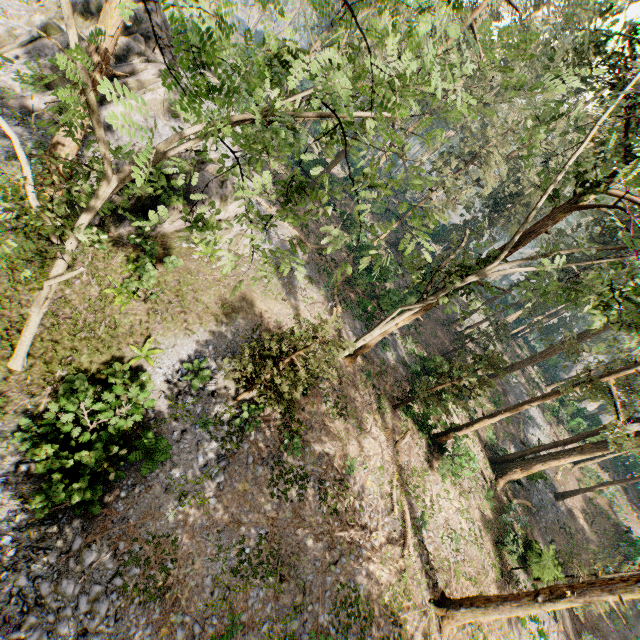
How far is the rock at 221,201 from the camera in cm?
1644

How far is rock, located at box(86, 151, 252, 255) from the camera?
16.44m

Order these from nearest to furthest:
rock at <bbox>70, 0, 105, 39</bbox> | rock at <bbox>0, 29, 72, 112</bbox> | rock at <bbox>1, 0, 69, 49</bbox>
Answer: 1. rock at <bbox>0, 29, 72, 112</bbox>
2. rock at <bbox>1, 0, 69, 49</bbox>
3. rock at <bbox>70, 0, 105, 39</bbox>

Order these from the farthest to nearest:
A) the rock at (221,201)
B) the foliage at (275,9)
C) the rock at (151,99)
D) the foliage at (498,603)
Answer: the rock at (151,99)
the rock at (221,201)
the foliage at (498,603)
the foliage at (275,9)

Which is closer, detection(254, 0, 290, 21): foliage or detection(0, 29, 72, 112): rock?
detection(254, 0, 290, 21): foliage

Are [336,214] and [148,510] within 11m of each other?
no
